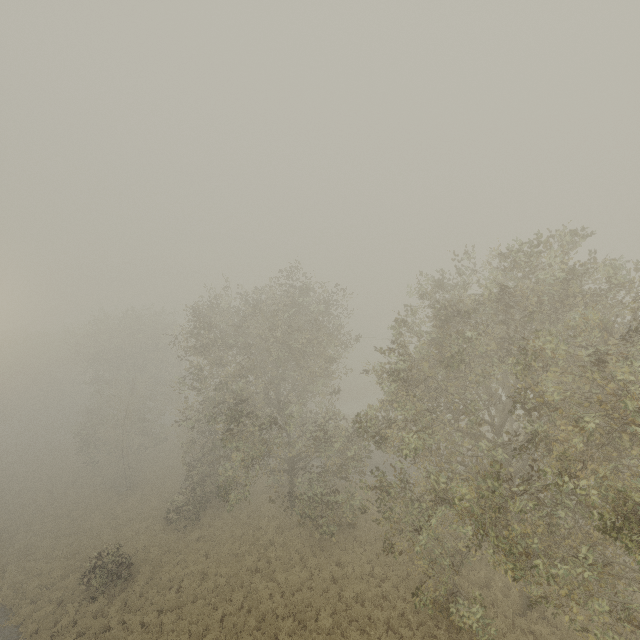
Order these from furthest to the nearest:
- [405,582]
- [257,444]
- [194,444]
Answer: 1. [194,444]
2. [257,444]
3. [405,582]
